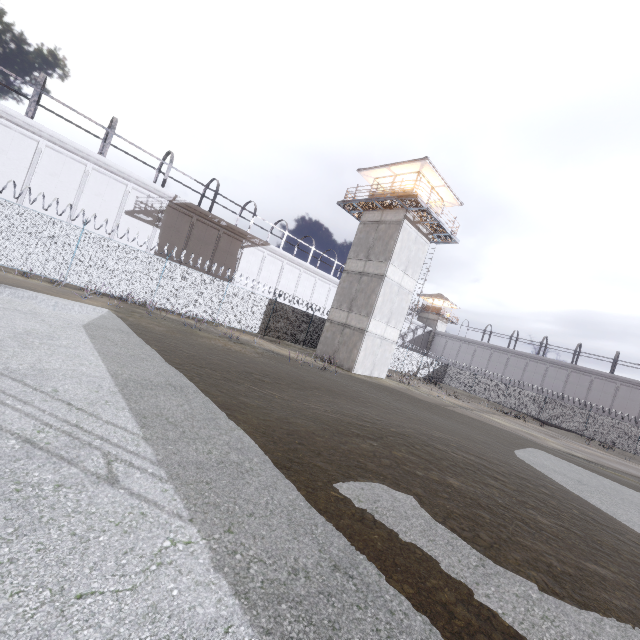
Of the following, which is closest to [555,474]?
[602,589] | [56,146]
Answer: [602,589]

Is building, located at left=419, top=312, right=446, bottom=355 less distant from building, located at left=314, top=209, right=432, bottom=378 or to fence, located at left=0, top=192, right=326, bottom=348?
fence, located at left=0, top=192, right=326, bottom=348

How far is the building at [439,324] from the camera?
57.59m

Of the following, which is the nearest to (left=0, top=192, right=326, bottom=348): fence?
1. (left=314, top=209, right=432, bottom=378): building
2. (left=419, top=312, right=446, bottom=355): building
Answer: (left=314, top=209, right=432, bottom=378): building

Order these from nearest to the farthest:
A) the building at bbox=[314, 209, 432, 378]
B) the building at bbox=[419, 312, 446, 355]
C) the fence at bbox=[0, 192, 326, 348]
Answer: the fence at bbox=[0, 192, 326, 348], the building at bbox=[314, 209, 432, 378], the building at bbox=[419, 312, 446, 355]

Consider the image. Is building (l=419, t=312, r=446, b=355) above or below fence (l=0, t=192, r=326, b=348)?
above

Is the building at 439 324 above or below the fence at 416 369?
above
